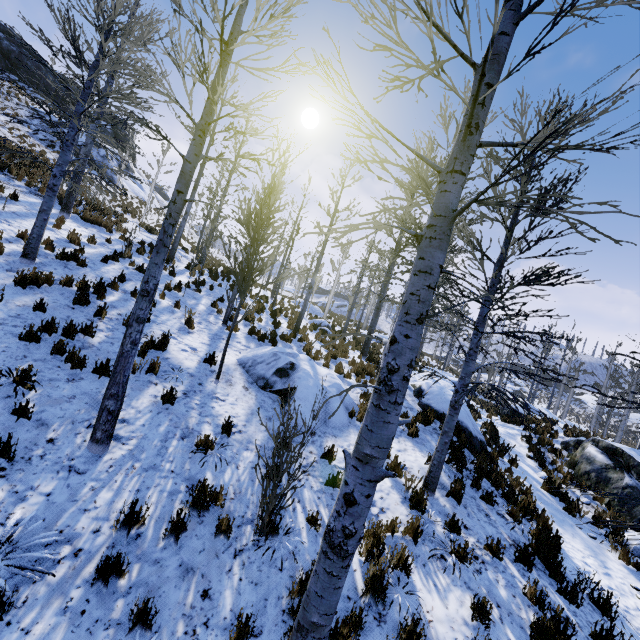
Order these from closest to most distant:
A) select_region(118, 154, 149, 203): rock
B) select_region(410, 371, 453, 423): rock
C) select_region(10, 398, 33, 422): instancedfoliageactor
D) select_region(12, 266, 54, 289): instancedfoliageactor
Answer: select_region(10, 398, 33, 422): instancedfoliageactor
select_region(12, 266, 54, 289): instancedfoliageactor
select_region(410, 371, 453, 423): rock
select_region(118, 154, 149, 203): rock

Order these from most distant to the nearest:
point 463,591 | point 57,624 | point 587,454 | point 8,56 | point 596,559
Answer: point 8,56 < point 587,454 < point 596,559 < point 463,591 < point 57,624

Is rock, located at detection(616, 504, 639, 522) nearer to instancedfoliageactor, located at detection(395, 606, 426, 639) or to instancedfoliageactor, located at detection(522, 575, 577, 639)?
instancedfoliageactor, located at detection(522, 575, 577, 639)

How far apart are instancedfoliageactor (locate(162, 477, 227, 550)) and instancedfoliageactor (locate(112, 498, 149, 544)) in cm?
51

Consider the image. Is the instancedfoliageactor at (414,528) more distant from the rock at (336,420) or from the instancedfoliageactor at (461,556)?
the instancedfoliageactor at (461,556)

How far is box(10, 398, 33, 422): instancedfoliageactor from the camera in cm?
461

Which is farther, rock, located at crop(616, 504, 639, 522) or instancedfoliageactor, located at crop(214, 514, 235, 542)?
rock, located at crop(616, 504, 639, 522)

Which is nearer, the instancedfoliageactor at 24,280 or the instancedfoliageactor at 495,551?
the instancedfoliageactor at 495,551
